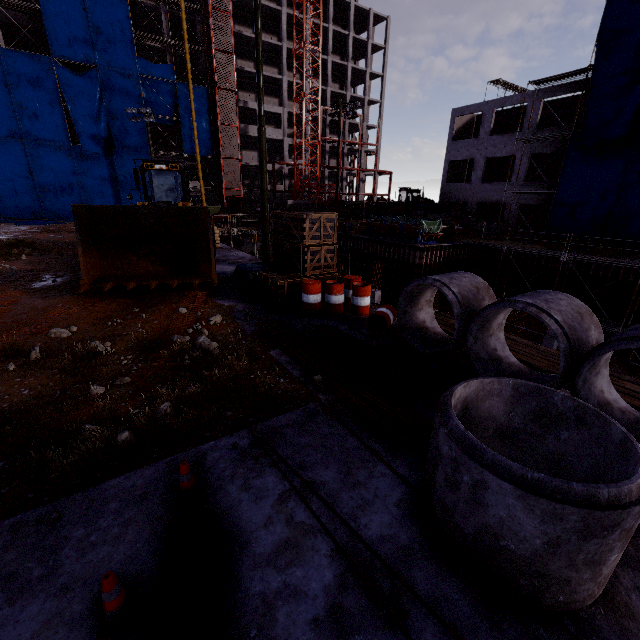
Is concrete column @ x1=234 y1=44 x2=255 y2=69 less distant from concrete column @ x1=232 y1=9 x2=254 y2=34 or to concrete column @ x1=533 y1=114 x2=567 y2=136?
concrete column @ x1=232 y1=9 x2=254 y2=34

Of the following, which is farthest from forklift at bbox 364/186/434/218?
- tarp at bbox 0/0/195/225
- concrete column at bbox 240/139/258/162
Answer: concrete column at bbox 240/139/258/162

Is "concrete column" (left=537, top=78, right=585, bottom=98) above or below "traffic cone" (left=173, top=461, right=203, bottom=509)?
above

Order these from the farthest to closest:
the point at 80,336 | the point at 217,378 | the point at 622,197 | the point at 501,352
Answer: the point at 622,197 → the point at 80,336 → the point at 501,352 → the point at 217,378

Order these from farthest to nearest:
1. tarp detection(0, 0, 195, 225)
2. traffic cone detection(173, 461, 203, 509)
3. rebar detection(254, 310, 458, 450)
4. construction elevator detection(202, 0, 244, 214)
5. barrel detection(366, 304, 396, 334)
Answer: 1. construction elevator detection(202, 0, 244, 214)
2. tarp detection(0, 0, 195, 225)
3. barrel detection(366, 304, 396, 334)
4. rebar detection(254, 310, 458, 450)
5. traffic cone detection(173, 461, 203, 509)

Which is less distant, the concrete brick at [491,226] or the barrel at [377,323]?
the barrel at [377,323]

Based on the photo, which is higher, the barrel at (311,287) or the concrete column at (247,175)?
the concrete column at (247,175)

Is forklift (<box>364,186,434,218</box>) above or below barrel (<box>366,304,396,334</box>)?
above
